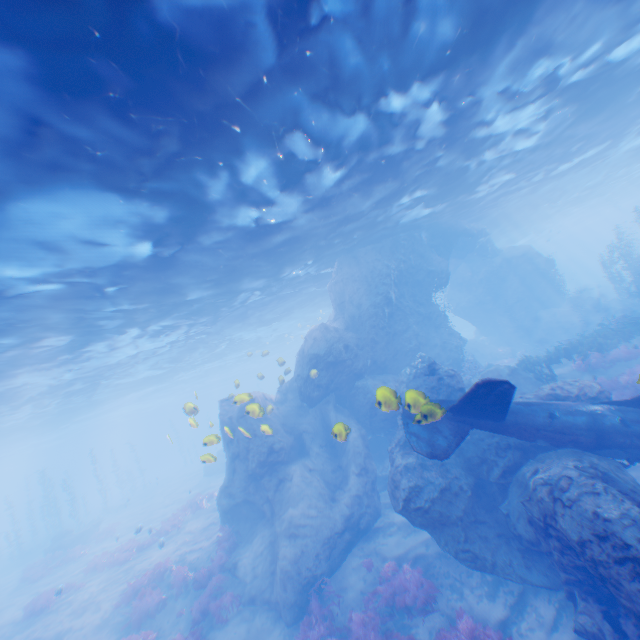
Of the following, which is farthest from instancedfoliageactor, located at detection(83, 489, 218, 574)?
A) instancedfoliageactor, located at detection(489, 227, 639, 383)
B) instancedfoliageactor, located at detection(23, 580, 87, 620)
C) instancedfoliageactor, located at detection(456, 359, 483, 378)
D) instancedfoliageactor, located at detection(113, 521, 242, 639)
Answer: instancedfoliageactor, located at detection(489, 227, 639, 383)

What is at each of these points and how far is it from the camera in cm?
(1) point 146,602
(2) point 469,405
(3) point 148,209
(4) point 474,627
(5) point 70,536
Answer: (1) instancedfoliageactor, 1421
(2) plane, 896
(3) light, 985
(4) instancedfoliageactor, 887
(5) rock, 2873

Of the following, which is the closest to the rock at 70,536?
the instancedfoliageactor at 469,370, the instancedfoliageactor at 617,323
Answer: the instancedfoliageactor at 469,370

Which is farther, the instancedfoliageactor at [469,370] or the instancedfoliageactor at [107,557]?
the instancedfoliageactor at [107,557]

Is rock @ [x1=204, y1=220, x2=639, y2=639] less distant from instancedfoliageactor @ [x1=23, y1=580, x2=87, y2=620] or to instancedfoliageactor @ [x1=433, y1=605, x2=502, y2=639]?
instancedfoliageactor @ [x1=433, y1=605, x2=502, y2=639]

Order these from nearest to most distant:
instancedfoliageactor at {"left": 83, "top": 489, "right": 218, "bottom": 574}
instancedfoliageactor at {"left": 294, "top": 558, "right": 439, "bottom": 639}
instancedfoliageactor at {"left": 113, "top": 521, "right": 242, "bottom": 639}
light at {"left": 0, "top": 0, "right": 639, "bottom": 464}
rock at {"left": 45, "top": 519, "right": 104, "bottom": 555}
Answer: light at {"left": 0, "top": 0, "right": 639, "bottom": 464} < instancedfoliageactor at {"left": 294, "top": 558, "right": 439, "bottom": 639} < instancedfoliageactor at {"left": 113, "top": 521, "right": 242, "bottom": 639} < instancedfoliageactor at {"left": 83, "top": 489, "right": 218, "bottom": 574} < rock at {"left": 45, "top": 519, "right": 104, "bottom": 555}

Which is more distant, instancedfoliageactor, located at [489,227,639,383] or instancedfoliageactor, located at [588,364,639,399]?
instancedfoliageactor, located at [489,227,639,383]

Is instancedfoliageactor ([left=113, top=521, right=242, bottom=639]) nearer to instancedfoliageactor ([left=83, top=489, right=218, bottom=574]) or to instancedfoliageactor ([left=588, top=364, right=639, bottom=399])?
instancedfoliageactor ([left=83, top=489, right=218, bottom=574])
